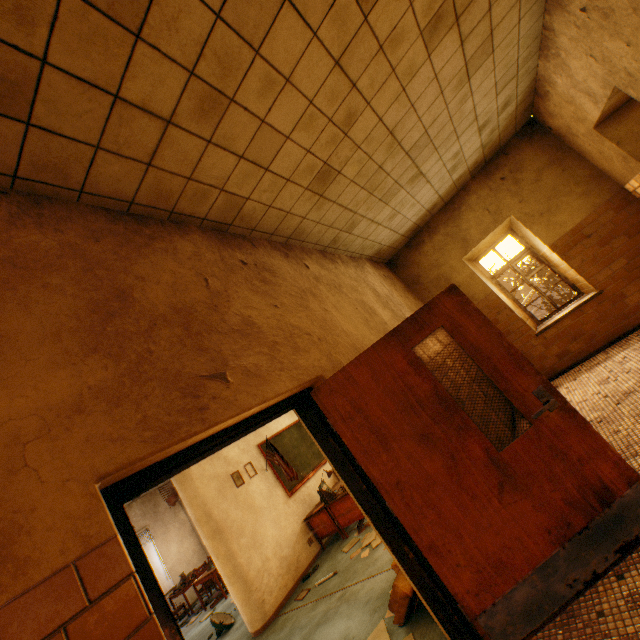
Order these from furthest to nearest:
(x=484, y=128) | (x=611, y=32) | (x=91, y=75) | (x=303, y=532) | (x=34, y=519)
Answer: (x=303, y=532), (x=484, y=128), (x=611, y=32), (x=91, y=75), (x=34, y=519)

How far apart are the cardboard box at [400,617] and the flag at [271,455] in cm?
332

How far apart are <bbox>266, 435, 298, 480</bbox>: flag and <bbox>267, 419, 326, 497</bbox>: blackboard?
0.2m

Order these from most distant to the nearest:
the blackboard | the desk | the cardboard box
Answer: the blackboard, the desk, the cardboard box

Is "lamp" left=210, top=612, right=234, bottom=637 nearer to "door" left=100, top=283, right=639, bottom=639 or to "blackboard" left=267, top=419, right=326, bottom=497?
"blackboard" left=267, top=419, right=326, bottom=497

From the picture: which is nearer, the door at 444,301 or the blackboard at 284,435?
the door at 444,301

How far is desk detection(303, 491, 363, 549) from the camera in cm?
614

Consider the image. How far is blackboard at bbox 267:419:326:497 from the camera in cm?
709
